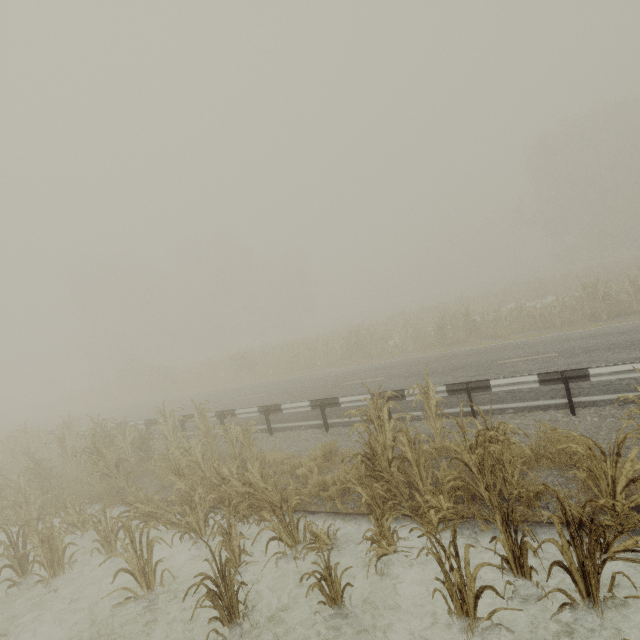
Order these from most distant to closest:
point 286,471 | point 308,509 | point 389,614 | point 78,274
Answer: point 78,274
point 286,471
point 308,509
point 389,614

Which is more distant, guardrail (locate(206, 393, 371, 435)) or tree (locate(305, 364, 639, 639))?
guardrail (locate(206, 393, 371, 435))

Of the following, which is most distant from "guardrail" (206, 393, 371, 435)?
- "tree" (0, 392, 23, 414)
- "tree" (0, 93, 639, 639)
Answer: "tree" (0, 392, 23, 414)

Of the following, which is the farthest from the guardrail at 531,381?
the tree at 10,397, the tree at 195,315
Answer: the tree at 10,397

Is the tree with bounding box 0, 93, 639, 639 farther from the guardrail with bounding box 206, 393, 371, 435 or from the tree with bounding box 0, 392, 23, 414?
the tree with bounding box 0, 392, 23, 414

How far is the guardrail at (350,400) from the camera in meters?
9.4 m

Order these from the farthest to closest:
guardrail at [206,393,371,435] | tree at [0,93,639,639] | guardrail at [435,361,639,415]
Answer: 1. guardrail at [206,393,371,435]
2. guardrail at [435,361,639,415]
3. tree at [0,93,639,639]
